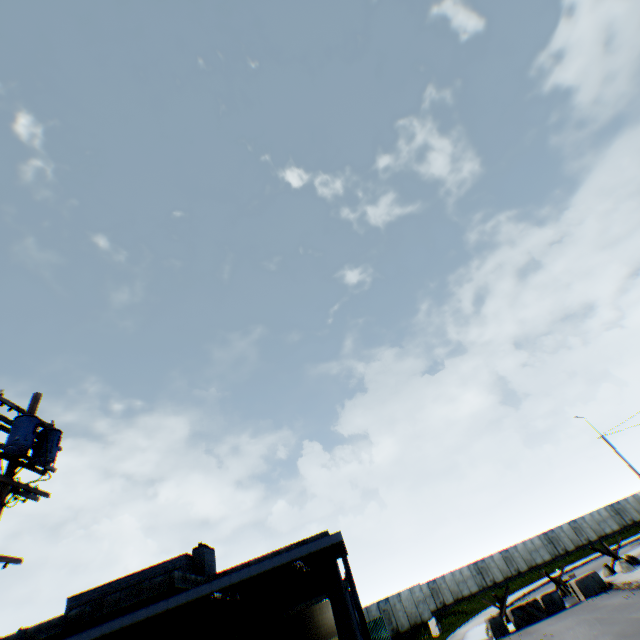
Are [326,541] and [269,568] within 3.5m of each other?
yes

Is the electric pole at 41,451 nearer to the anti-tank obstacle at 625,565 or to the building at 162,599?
the building at 162,599

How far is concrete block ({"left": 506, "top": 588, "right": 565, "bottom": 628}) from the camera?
17.53m

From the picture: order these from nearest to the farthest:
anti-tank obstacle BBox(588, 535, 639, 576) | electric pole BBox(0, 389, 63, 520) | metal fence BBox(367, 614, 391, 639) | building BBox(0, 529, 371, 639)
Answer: electric pole BBox(0, 389, 63, 520)
building BBox(0, 529, 371, 639)
anti-tank obstacle BBox(588, 535, 639, 576)
metal fence BBox(367, 614, 391, 639)

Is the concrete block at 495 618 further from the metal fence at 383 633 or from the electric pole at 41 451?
the electric pole at 41 451

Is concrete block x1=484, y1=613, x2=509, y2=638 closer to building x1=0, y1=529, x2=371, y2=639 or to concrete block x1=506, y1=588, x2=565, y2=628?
concrete block x1=506, y1=588, x2=565, y2=628

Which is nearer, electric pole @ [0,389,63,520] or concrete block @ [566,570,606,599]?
electric pole @ [0,389,63,520]

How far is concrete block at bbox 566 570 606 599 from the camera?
17.9m
